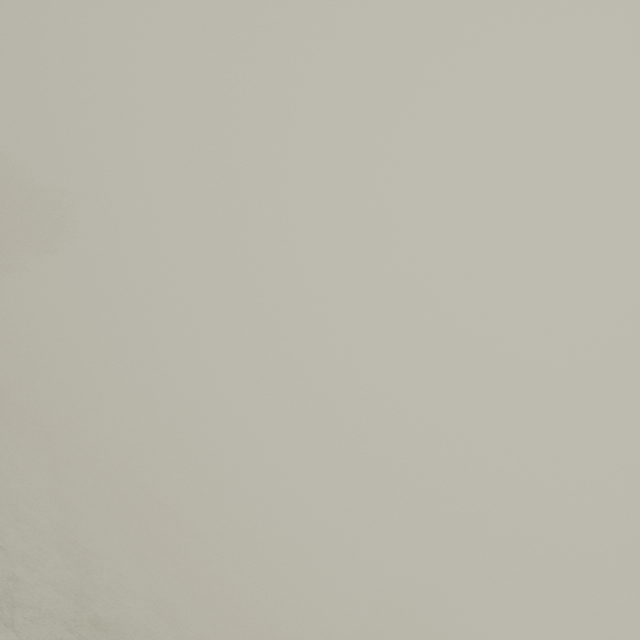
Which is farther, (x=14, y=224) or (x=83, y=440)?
(x=83, y=440)
